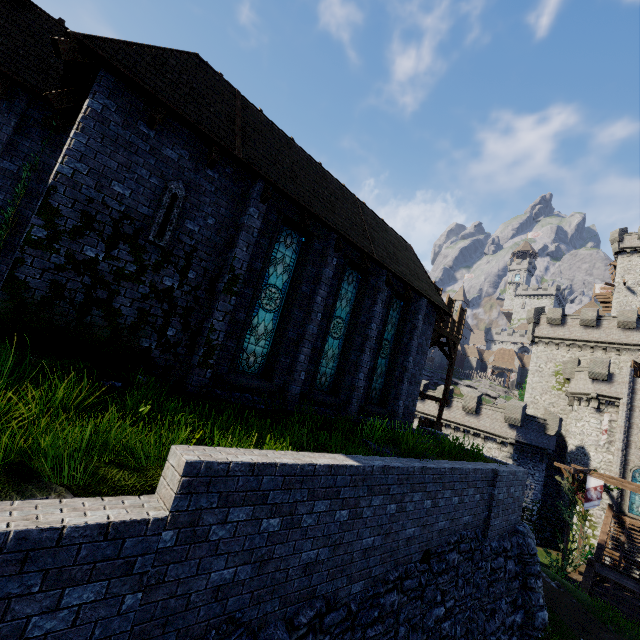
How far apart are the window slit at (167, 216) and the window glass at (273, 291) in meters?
2.5

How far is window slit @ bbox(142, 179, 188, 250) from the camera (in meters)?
7.32

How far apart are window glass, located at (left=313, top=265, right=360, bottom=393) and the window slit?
5.45m

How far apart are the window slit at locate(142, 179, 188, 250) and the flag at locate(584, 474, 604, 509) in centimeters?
2791cm

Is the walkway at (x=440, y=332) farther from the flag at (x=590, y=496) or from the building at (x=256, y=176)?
the flag at (x=590, y=496)

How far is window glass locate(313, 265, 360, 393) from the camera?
11.3 meters

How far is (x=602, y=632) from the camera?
13.5 meters

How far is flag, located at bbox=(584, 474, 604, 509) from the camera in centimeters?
2056cm
